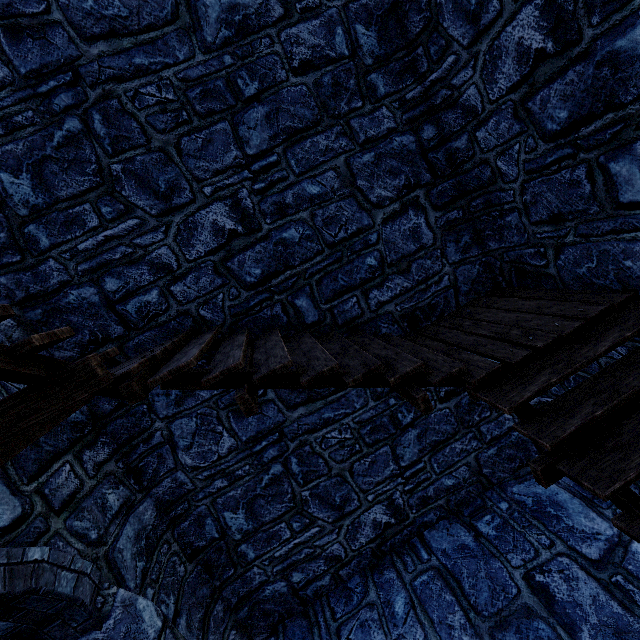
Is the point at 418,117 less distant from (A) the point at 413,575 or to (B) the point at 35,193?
(B) the point at 35,193
